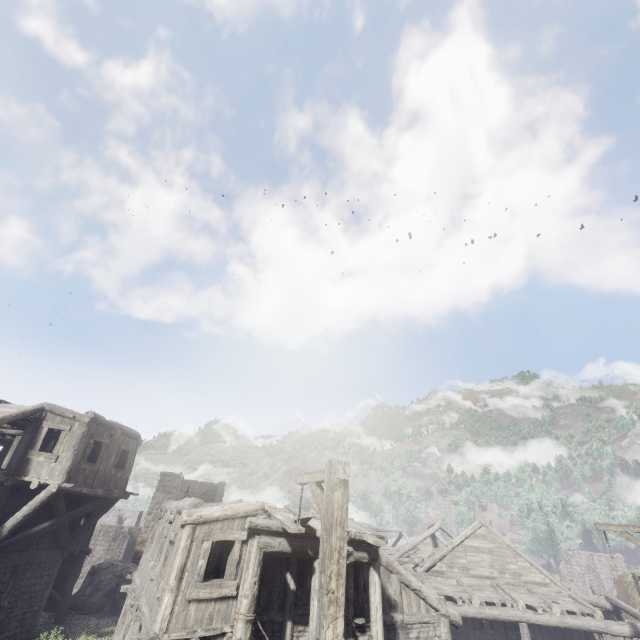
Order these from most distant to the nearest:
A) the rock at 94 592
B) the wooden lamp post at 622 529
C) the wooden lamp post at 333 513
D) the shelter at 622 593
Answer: the shelter at 622 593, the rock at 94 592, the wooden lamp post at 622 529, the wooden lamp post at 333 513

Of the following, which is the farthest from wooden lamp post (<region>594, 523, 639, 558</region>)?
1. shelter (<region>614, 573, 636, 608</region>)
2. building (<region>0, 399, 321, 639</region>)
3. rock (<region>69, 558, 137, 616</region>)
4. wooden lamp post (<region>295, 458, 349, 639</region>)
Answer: shelter (<region>614, 573, 636, 608</region>)

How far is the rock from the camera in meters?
18.4

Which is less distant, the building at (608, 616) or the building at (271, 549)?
the building at (271, 549)

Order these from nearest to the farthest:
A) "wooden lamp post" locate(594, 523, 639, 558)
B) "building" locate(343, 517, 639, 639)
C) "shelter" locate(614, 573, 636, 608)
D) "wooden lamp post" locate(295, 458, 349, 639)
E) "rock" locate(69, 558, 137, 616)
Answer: "wooden lamp post" locate(295, 458, 349, 639) < "wooden lamp post" locate(594, 523, 639, 558) < "building" locate(343, 517, 639, 639) < "rock" locate(69, 558, 137, 616) < "shelter" locate(614, 573, 636, 608)

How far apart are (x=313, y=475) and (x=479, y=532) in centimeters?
2108cm

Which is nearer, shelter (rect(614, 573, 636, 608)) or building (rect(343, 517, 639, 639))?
building (rect(343, 517, 639, 639))

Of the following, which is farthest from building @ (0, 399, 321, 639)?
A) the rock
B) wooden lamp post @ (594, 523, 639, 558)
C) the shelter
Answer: wooden lamp post @ (594, 523, 639, 558)
